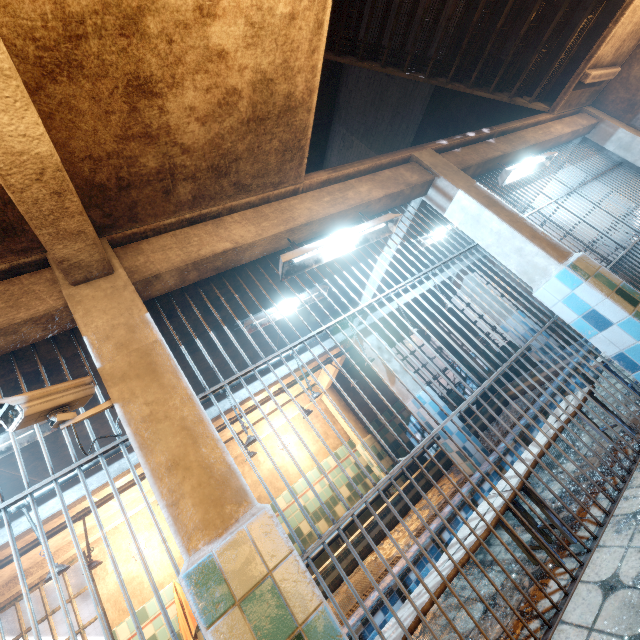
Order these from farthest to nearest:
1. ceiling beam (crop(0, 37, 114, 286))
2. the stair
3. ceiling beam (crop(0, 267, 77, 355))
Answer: the stair
ceiling beam (crop(0, 267, 77, 355))
ceiling beam (crop(0, 37, 114, 286))

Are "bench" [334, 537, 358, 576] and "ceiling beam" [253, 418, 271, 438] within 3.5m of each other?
yes

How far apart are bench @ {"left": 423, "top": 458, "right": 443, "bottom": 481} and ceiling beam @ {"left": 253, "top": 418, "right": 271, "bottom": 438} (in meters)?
2.39

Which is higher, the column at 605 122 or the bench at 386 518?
the column at 605 122

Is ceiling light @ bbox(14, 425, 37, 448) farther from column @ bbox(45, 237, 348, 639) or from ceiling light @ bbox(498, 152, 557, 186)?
ceiling light @ bbox(498, 152, 557, 186)

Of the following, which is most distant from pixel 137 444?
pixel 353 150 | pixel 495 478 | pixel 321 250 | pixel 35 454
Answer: pixel 353 150

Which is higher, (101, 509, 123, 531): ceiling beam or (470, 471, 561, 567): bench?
(101, 509, 123, 531): ceiling beam

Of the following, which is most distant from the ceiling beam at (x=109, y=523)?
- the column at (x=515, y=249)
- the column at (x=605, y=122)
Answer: the column at (x=605, y=122)
